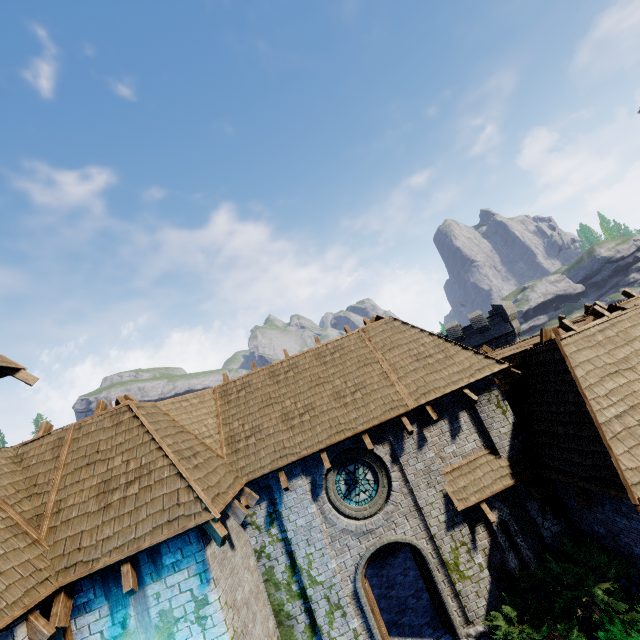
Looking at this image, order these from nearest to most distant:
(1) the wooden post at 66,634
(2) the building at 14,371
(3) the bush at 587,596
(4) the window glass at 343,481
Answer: (1) the wooden post at 66,634 → (3) the bush at 587,596 → (4) the window glass at 343,481 → (2) the building at 14,371

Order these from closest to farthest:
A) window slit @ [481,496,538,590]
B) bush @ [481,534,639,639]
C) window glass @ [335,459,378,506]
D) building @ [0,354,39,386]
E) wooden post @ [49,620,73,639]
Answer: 1. wooden post @ [49,620,73,639]
2. bush @ [481,534,639,639]
3. window slit @ [481,496,538,590]
4. window glass @ [335,459,378,506]
5. building @ [0,354,39,386]

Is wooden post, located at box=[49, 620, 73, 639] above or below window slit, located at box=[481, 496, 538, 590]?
above

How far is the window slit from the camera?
9.1 meters

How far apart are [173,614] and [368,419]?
6.2 meters

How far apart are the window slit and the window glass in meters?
3.0

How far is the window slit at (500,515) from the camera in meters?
9.1

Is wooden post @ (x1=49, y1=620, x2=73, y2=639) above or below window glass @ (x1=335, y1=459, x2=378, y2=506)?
above
